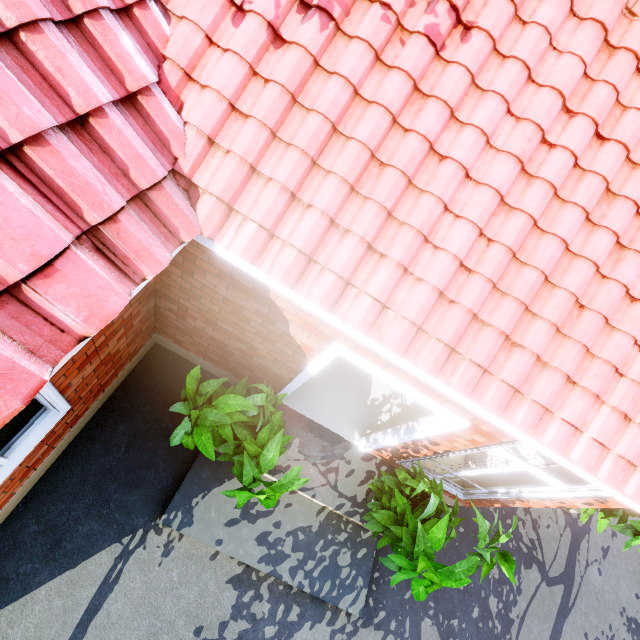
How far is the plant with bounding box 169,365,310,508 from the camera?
3.0m

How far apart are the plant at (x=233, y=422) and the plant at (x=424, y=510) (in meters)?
1.11

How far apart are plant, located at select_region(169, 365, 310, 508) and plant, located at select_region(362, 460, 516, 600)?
1.1m

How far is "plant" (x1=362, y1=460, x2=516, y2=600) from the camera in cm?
326

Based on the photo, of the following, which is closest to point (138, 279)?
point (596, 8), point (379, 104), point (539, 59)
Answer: point (379, 104)

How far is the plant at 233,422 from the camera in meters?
3.0
